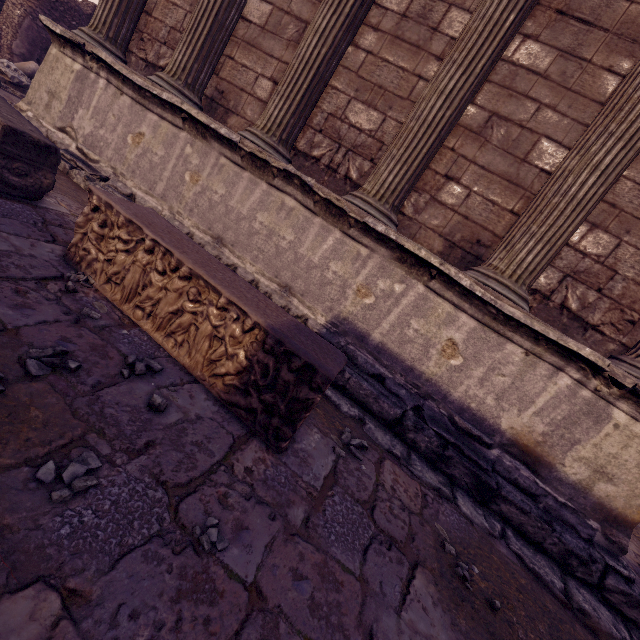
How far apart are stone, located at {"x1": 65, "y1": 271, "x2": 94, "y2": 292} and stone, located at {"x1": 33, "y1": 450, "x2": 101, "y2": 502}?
1.3m

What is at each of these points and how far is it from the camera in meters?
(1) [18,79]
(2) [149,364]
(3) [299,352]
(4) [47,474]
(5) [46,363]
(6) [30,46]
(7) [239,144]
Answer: (1) building debris, 7.4 m
(2) stone, 1.8 m
(3) sarcophagus, 1.7 m
(4) stone, 1.1 m
(5) stone, 1.4 m
(6) wall arch, 9.0 m
(7) building, 3.2 m

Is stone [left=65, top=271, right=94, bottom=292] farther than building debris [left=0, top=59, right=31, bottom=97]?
No

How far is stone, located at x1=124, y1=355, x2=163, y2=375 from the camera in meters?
1.7 m

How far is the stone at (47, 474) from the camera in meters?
1.0

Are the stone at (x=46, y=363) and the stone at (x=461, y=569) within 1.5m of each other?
no

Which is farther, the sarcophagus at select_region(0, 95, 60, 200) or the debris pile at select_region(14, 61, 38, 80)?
the debris pile at select_region(14, 61, 38, 80)

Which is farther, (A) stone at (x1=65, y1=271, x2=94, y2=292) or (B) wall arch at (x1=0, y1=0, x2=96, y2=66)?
(B) wall arch at (x1=0, y1=0, x2=96, y2=66)
